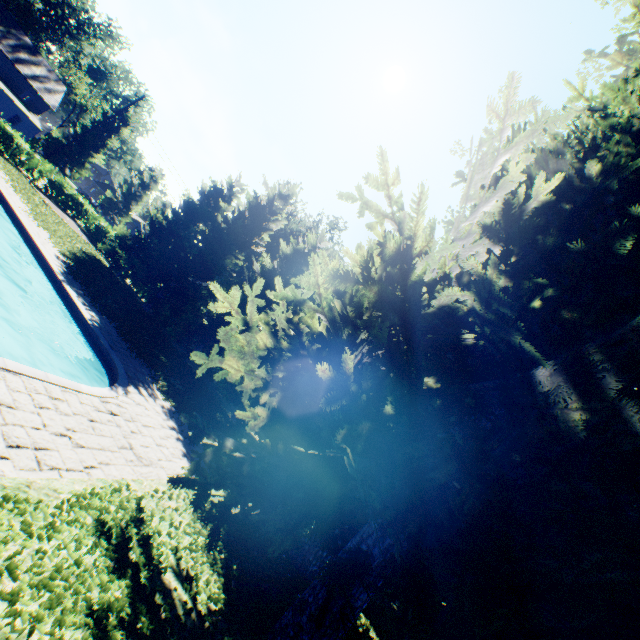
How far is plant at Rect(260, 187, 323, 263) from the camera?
40.1 meters

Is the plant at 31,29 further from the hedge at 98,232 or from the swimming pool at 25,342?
the swimming pool at 25,342

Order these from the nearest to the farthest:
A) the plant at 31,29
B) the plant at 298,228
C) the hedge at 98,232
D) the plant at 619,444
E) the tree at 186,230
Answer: the plant at 619,444 → the tree at 186,230 → the hedge at 98,232 → the plant at 298,228 → the plant at 31,29

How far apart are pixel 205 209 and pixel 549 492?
25.4 meters

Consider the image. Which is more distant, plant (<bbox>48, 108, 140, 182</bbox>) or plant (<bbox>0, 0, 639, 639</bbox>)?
plant (<bbox>48, 108, 140, 182</bbox>)

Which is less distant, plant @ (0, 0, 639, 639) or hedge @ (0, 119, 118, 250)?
plant @ (0, 0, 639, 639)

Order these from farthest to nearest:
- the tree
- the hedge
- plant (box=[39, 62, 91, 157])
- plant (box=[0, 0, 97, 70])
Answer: plant (box=[0, 0, 97, 70])
plant (box=[39, 62, 91, 157])
the hedge
the tree
